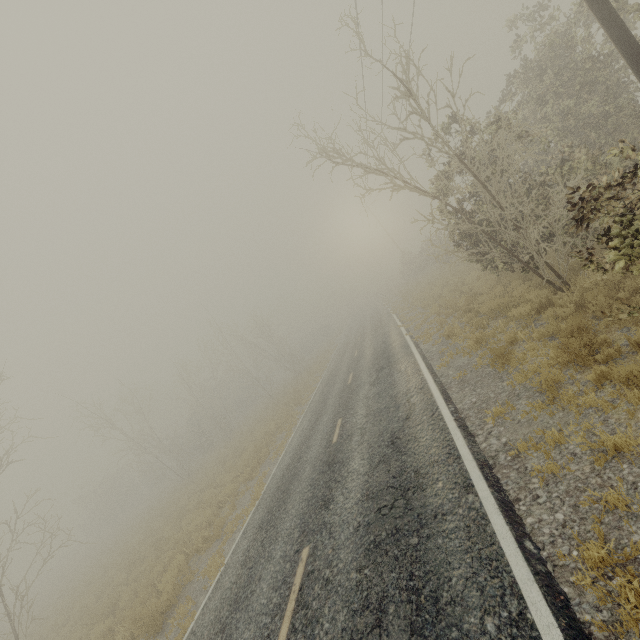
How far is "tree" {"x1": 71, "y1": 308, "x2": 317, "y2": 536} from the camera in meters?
29.7

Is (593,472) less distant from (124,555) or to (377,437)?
(377,437)

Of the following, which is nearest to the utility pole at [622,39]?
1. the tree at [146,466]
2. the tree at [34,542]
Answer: the tree at [34,542]

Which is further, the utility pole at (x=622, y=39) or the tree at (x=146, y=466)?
the tree at (x=146, y=466)

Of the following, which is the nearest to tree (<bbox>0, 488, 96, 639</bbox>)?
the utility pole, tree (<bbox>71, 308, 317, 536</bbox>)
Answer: tree (<bbox>71, 308, 317, 536</bbox>)

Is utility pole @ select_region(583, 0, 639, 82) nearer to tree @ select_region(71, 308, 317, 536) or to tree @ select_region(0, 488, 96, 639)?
tree @ select_region(0, 488, 96, 639)
